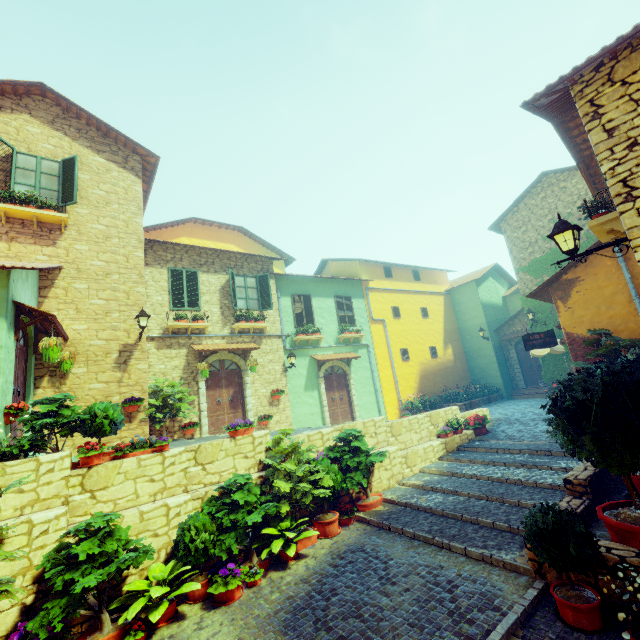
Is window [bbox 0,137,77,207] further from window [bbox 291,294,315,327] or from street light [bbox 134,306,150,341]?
window [bbox 291,294,315,327]

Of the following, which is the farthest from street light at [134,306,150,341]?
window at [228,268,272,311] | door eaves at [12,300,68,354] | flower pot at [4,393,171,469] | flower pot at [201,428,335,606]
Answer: flower pot at [201,428,335,606]

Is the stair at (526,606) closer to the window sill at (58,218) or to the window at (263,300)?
the window at (263,300)

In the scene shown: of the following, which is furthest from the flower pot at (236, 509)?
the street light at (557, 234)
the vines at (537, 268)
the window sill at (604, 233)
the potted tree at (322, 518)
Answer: the vines at (537, 268)

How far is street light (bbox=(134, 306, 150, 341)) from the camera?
9.5m

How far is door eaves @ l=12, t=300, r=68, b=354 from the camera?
6.9 meters

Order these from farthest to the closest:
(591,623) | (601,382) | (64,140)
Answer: (64,140) < (601,382) < (591,623)

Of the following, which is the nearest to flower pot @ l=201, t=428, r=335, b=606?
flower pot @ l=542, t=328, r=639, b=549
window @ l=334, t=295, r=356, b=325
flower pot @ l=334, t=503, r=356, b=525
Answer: flower pot @ l=334, t=503, r=356, b=525
